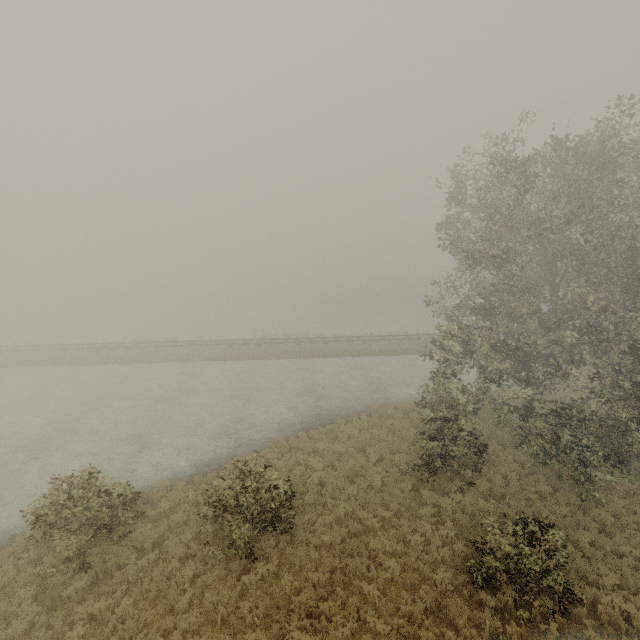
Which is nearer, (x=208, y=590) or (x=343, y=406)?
(x=208, y=590)
